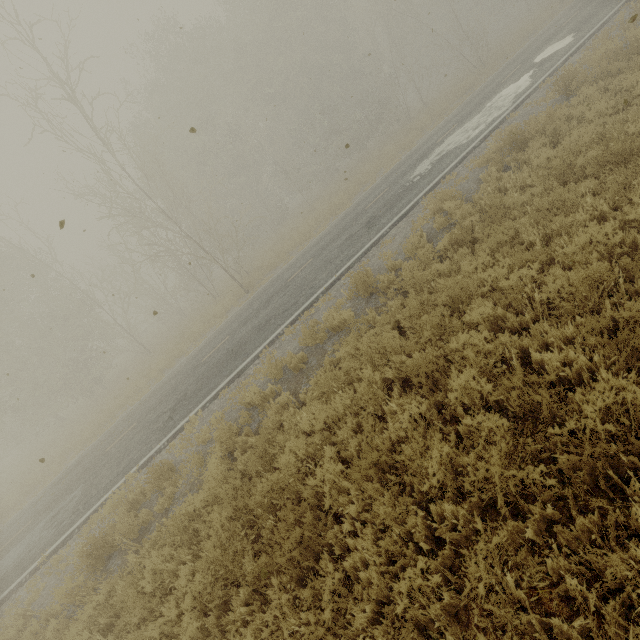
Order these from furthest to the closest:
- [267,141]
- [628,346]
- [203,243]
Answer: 1. [203,243]
2. [267,141]
3. [628,346]
